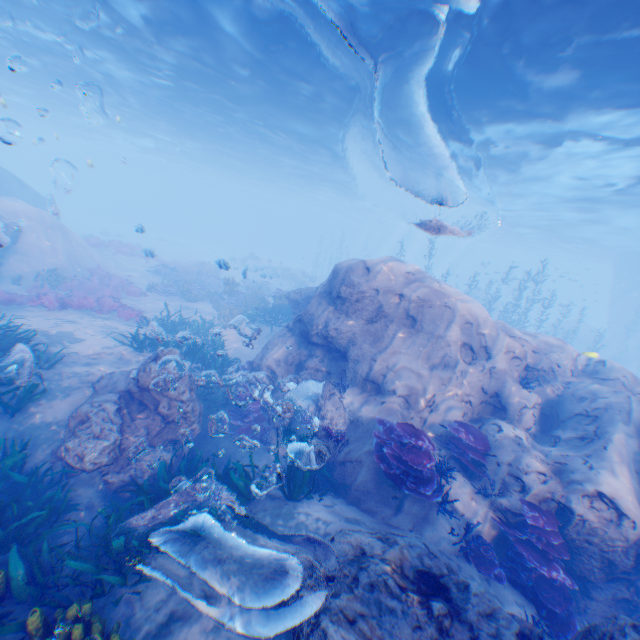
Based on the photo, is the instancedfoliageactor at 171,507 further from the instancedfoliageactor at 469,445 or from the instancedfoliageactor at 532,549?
the instancedfoliageactor at 532,549

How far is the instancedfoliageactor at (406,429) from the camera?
6.3 meters

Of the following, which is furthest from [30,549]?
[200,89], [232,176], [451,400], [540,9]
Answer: [232,176]

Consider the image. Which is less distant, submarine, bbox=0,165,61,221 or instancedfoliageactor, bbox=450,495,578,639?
instancedfoliageactor, bbox=450,495,578,639

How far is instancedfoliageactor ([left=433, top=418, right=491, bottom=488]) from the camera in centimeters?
741cm

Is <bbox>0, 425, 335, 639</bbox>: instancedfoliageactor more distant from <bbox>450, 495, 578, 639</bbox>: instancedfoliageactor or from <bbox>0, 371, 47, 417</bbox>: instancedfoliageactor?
<bbox>450, 495, 578, 639</bbox>: instancedfoliageactor

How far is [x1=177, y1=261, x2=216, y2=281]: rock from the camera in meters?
26.1
